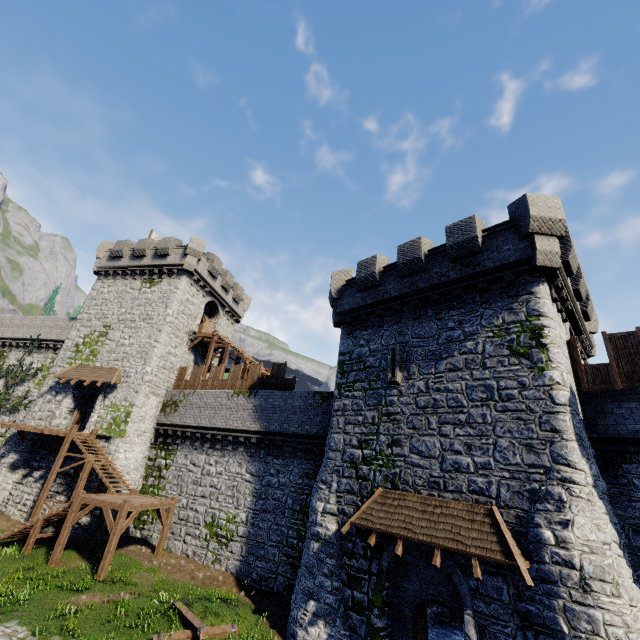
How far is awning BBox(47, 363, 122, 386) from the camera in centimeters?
2391cm

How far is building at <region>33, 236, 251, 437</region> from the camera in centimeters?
2403cm

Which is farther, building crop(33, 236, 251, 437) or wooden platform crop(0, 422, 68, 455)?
building crop(33, 236, 251, 437)

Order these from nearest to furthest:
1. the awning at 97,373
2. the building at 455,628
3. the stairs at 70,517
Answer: the building at 455,628 < the stairs at 70,517 < the awning at 97,373

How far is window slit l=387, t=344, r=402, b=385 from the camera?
14.35m

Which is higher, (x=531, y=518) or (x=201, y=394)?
(x=201, y=394)

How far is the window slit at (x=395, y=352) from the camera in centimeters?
1435cm

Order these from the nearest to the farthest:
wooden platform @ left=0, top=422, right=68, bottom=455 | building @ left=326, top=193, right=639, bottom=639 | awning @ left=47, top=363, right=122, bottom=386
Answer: building @ left=326, top=193, right=639, bottom=639 < wooden platform @ left=0, top=422, right=68, bottom=455 < awning @ left=47, top=363, right=122, bottom=386
